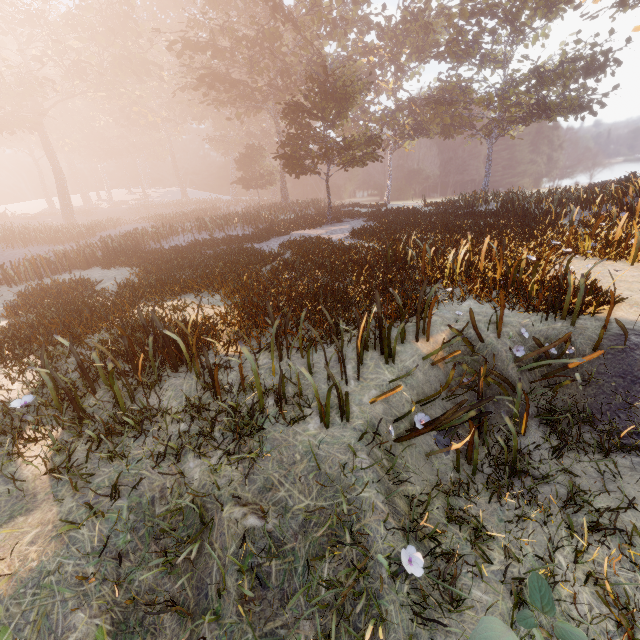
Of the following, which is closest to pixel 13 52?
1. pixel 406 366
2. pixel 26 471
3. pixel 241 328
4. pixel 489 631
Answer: pixel 241 328
